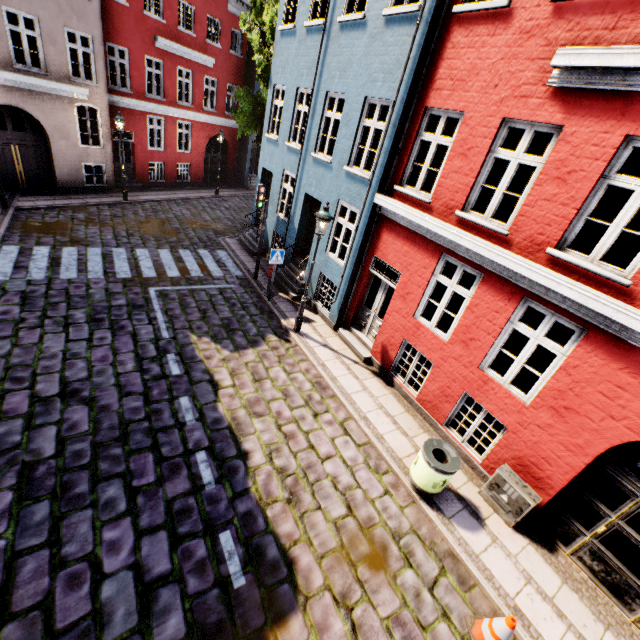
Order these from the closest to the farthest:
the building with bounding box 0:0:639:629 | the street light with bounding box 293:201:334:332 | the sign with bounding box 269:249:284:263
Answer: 1. the building with bounding box 0:0:639:629
2. the street light with bounding box 293:201:334:332
3. the sign with bounding box 269:249:284:263

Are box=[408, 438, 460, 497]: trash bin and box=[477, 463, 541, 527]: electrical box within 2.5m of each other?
yes

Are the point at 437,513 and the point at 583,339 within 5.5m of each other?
yes

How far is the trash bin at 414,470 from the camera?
5.8 meters

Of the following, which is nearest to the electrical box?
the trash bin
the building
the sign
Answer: the building

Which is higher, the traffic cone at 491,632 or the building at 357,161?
the building at 357,161

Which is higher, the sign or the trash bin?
the sign

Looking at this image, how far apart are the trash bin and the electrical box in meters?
0.9 m
